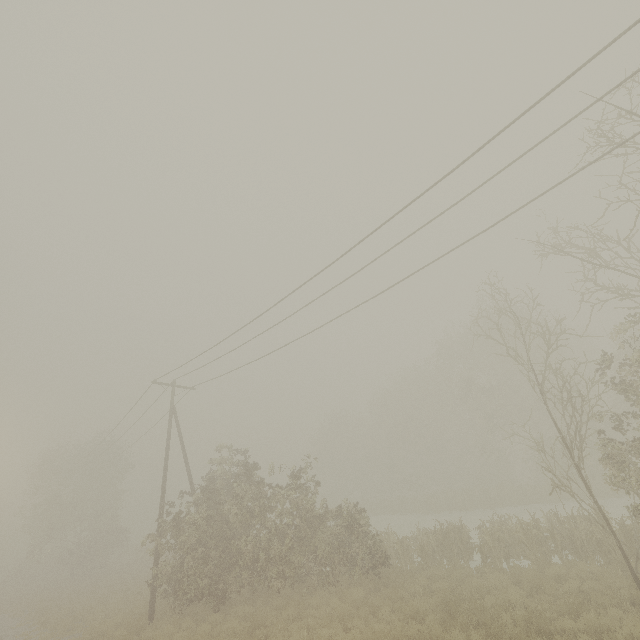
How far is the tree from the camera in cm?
1094

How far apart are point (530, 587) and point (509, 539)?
4.7m

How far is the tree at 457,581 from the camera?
10.9m
